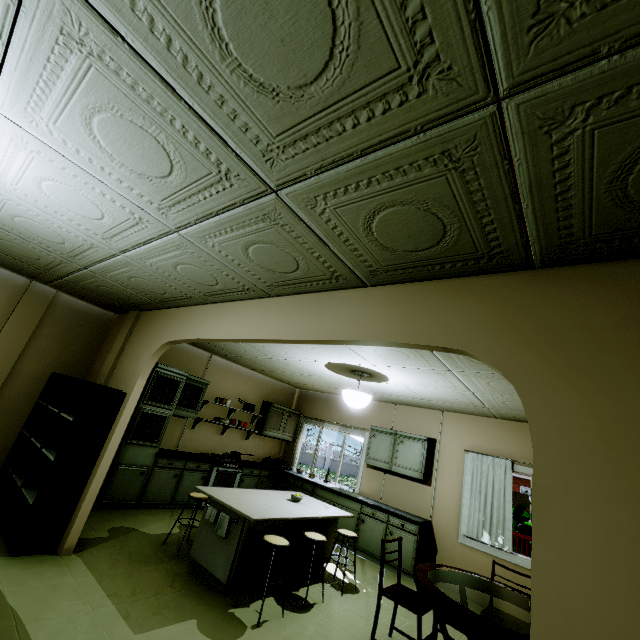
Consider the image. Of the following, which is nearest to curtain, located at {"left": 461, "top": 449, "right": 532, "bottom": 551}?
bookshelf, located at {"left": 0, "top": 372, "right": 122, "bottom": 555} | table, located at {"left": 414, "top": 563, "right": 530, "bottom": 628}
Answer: table, located at {"left": 414, "top": 563, "right": 530, "bottom": 628}

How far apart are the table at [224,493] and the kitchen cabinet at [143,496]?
1.1 meters

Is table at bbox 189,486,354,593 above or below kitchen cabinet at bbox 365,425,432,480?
below

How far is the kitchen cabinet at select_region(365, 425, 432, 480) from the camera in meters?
5.9 m

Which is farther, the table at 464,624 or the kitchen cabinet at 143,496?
the kitchen cabinet at 143,496

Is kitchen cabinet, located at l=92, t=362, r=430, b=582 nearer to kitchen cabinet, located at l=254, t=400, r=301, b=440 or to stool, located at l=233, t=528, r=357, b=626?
kitchen cabinet, located at l=254, t=400, r=301, b=440

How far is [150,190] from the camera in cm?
186

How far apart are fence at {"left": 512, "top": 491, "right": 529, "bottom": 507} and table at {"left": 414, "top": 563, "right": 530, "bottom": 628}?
22.85m
